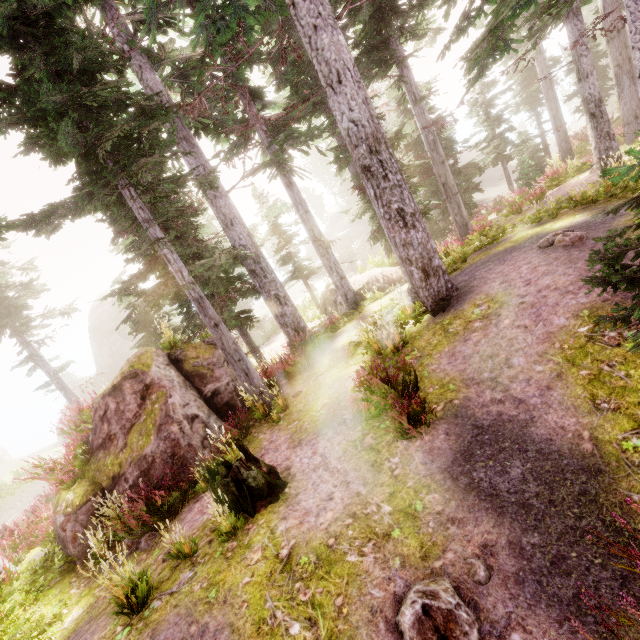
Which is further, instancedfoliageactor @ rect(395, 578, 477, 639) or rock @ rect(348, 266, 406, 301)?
rock @ rect(348, 266, 406, 301)

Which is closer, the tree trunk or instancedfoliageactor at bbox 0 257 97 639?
the tree trunk

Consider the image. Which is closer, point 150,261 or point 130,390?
point 130,390

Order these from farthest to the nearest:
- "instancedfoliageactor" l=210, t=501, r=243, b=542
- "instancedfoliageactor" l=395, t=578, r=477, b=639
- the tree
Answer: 1. the tree
2. "instancedfoliageactor" l=210, t=501, r=243, b=542
3. "instancedfoliageactor" l=395, t=578, r=477, b=639

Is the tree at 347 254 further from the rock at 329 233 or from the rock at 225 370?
the rock at 225 370

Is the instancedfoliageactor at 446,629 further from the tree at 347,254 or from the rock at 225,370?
the tree at 347,254

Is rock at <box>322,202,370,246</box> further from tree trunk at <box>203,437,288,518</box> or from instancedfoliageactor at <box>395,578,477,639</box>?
tree trunk at <box>203,437,288,518</box>

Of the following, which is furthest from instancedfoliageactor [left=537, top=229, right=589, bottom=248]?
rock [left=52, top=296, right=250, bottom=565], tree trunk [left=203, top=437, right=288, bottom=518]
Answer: tree trunk [left=203, top=437, right=288, bottom=518]
